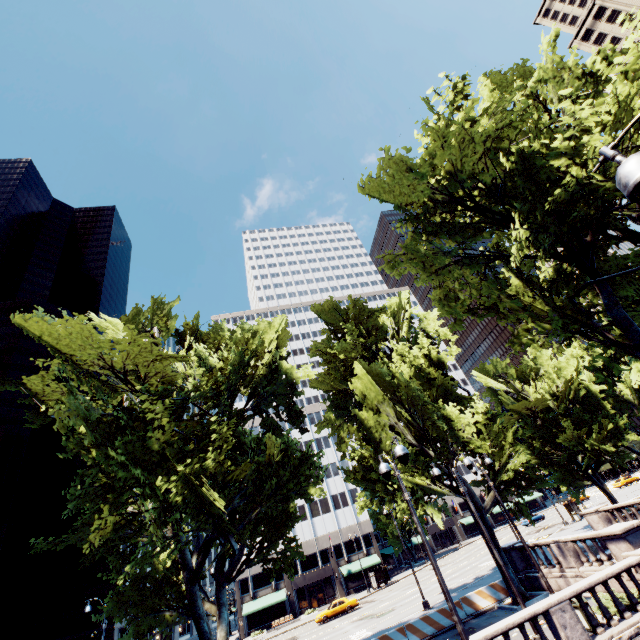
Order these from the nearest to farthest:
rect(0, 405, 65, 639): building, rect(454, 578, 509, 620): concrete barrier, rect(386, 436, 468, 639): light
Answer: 1. rect(386, 436, 468, 639): light
2. rect(454, 578, 509, 620): concrete barrier
3. rect(0, 405, 65, 639): building

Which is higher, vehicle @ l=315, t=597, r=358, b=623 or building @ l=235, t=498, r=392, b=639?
building @ l=235, t=498, r=392, b=639

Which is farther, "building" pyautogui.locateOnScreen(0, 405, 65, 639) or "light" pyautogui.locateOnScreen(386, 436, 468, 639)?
"building" pyautogui.locateOnScreen(0, 405, 65, 639)

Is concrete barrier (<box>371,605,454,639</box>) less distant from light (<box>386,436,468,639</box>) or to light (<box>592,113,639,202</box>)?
light (<box>386,436,468,639</box>)

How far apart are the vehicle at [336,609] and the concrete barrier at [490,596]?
23.1m

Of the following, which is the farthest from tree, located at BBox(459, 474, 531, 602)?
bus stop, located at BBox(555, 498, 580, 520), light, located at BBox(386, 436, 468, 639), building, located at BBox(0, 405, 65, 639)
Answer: building, located at BBox(0, 405, 65, 639)

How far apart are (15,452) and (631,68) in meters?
84.1 m

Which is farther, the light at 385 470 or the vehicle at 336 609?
the vehicle at 336 609
